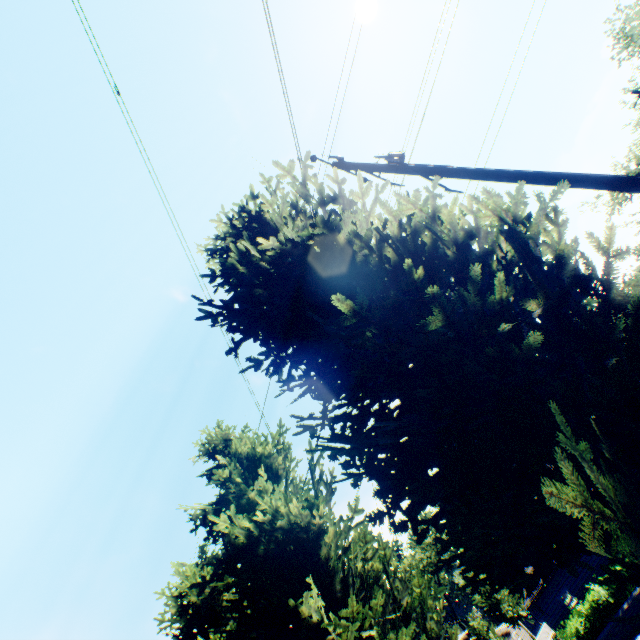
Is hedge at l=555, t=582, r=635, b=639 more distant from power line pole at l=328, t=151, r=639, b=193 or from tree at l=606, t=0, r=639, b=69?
power line pole at l=328, t=151, r=639, b=193

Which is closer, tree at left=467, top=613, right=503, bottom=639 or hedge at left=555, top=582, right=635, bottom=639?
hedge at left=555, top=582, right=635, bottom=639

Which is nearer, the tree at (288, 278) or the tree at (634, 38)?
the tree at (288, 278)

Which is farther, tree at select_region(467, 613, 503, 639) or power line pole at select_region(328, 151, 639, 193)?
tree at select_region(467, 613, 503, 639)

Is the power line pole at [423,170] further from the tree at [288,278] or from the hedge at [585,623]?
the hedge at [585,623]

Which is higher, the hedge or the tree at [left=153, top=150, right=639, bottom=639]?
the tree at [left=153, top=150, right=639, bottom=639]

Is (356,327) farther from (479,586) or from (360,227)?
(479,586)
